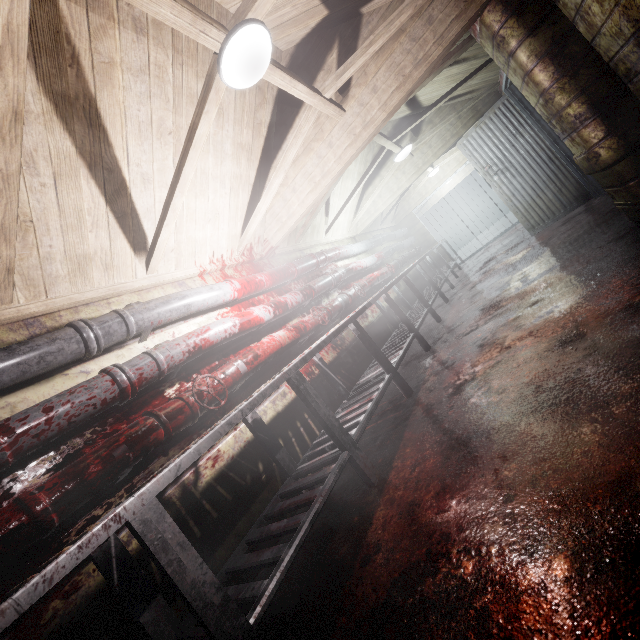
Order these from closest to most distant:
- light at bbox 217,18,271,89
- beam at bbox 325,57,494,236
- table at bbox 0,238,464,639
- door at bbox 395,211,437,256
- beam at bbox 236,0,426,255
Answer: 1. table at bbox 0,238,464,639
2. light at bbox 217,18,271,89
3. beam at bbox 236,0,426,255
4. beam at bbox 325,57,494,236
5. door at bbox 395,211,437,256

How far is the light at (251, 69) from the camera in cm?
155

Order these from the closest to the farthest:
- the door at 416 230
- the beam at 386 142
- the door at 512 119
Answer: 1. the beam at 386 142
2. the door at 512 119
3. the door at 416 230

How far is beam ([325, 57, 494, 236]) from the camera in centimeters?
374cm

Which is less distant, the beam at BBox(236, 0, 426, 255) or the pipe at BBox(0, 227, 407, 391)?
the pipe at BBox(0, 227, 407, 391)

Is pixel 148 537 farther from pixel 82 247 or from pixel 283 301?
pixel 283 301

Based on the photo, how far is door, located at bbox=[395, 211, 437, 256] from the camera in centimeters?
891cm

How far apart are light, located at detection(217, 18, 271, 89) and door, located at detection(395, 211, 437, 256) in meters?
7.8 m
